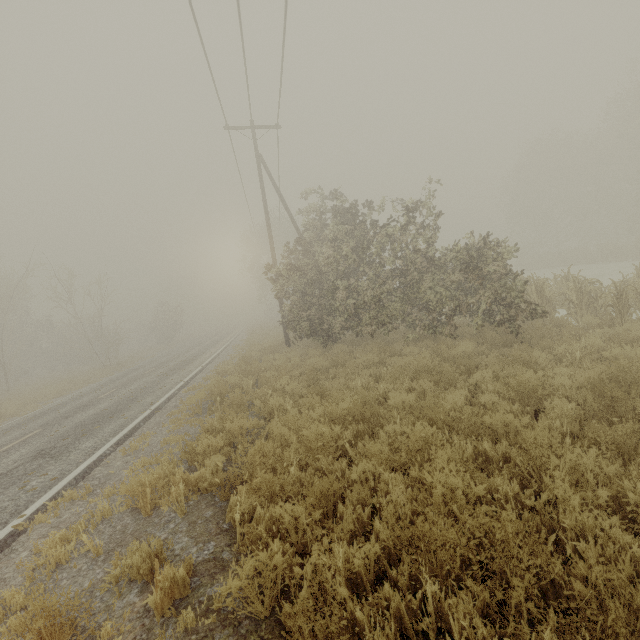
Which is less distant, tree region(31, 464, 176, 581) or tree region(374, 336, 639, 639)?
tree region(374, 336, 639, 639)

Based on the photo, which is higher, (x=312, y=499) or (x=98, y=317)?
(x=98, y=317)

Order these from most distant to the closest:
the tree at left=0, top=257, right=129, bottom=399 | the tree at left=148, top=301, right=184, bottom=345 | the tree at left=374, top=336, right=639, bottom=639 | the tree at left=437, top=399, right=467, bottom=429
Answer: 1. the tree at left=148, top=301, right=184, bottom=345
2. the tree at left=0, top=257, right=129, bottom=399
3. the tree at left=437, top=399, right=467, bottom=429
4. the tree at left=374, top=336, right=639, bottom=639

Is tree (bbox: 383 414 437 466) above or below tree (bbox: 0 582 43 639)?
below

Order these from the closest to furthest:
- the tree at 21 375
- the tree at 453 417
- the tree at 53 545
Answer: the tree at 53 545, the tree at 453 417, the tree at 21 375

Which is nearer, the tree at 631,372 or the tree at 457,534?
the tree at 457,534
